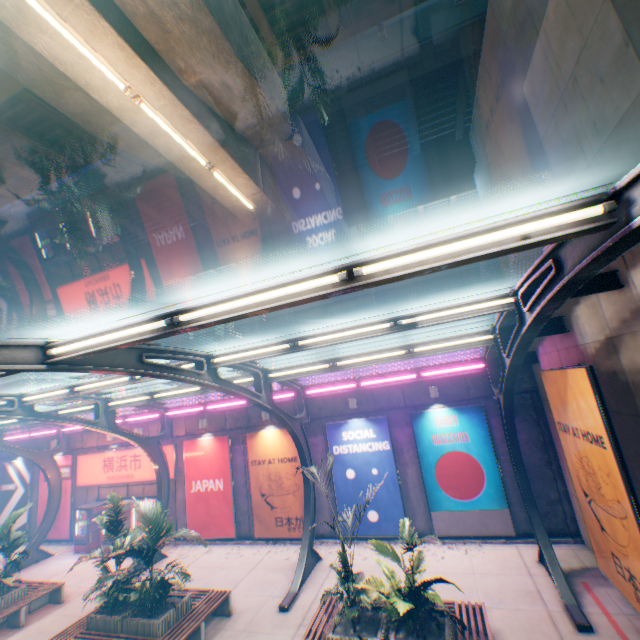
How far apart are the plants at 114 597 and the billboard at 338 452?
6.1m

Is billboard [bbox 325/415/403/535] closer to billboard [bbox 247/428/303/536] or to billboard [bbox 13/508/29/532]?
billboard [bbox 247/428/303/536]

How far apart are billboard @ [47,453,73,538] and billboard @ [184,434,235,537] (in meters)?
7.63

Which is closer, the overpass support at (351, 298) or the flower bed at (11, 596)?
the flower bed at (11, 596)

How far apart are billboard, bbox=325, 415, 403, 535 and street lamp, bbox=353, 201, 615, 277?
10.5 meters

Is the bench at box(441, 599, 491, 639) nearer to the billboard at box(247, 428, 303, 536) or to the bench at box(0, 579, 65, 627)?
the billboard at box(247, 428, 303, 536)

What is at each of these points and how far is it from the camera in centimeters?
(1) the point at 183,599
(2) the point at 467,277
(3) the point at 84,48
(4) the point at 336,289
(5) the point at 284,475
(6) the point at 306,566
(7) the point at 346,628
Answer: (1) flower bed, 871cm
(2) overpass support, 5622cm
(3) street lamp, 581cm
(4) canopy, 334cm
(5) billboard, 1386cm
(6) canopy, 1068cm
(7) flower bed, 685cm

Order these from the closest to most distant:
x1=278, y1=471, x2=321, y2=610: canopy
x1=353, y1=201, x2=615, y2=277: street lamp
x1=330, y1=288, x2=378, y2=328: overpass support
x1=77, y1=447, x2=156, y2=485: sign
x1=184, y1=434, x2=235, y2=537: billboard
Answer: x1=353, y1=201, x2=615, y2=277: street lamp < x1=278, y1=471, x2=321, y2=610: canopy < x1=184, y1=434, x2=235, y2=537: billboard < x1=77, y1=447, x2=156, y2=485: sign < x1=330, y1=288, x2=378, y2=328: overpass support
